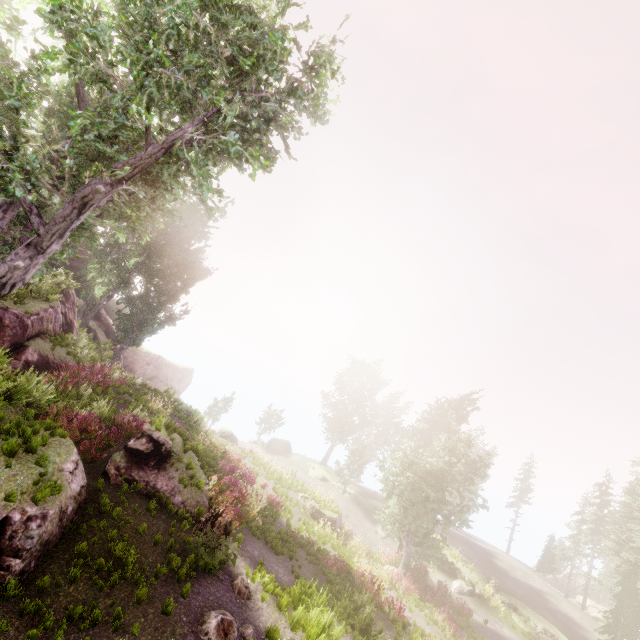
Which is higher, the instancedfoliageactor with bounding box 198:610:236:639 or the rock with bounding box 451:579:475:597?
the instancedfoliageactor with bounding box 198:610:236:639

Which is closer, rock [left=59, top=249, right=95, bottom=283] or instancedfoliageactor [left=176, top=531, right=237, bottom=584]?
instancedfoliageactor [left=176, top=531, right=237, bottom=584]

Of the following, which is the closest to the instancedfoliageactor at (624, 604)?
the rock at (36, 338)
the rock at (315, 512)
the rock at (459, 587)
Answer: the rock at (36, 338)

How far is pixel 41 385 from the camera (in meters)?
11.58

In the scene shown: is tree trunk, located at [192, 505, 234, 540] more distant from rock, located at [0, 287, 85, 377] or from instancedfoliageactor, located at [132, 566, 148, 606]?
instancedfoliageactor, located at [132, 566, 148, 606]

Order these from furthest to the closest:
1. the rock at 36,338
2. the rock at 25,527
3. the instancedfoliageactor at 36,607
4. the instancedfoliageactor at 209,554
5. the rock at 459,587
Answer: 1. the rock at 459,587
2. the rock at 36,338
3. the instancedfoliageactor at 209,554
4. the rock at 25,527
5. the instancedfoliageactor at 36,607

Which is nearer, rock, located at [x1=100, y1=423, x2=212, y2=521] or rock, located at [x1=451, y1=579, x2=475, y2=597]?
rock, located at [x1=100, y1=423, x2=212, y2=521]

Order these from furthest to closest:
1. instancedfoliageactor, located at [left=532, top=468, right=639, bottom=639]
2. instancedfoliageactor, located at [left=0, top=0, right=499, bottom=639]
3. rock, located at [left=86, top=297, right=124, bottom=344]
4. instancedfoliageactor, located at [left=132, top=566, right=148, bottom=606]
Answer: rock, located at [left=86, top=297, right=124, bottom=344] < instancedfoliageactor, located at [left=532, top=468, right=639, bottom=639] < instancedfoliageactor, located at [left=0, top=0, right=499, bottom=639] < instancedfoliageactor, located at [left=132, top=566, right=148, bottom=606]
